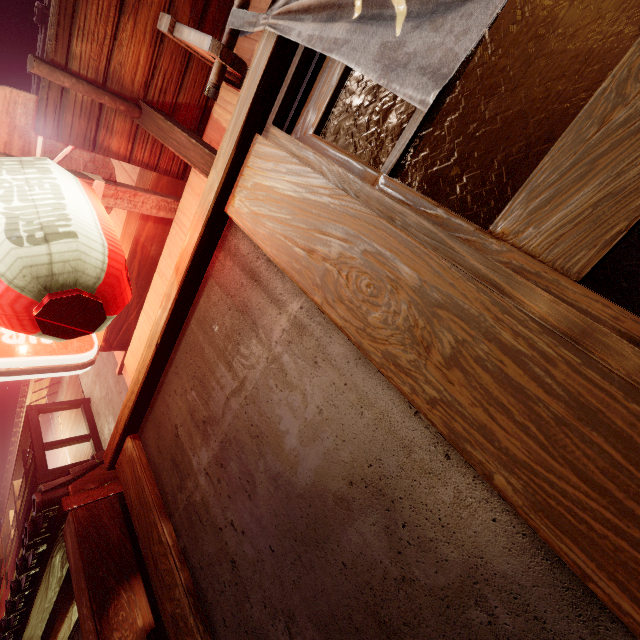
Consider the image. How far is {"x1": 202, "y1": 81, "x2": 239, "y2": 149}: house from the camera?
4.0m

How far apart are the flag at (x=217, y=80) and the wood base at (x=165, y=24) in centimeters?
2cm

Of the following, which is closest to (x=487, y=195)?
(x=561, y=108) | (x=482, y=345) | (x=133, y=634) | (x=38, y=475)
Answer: (x=561, y=108)

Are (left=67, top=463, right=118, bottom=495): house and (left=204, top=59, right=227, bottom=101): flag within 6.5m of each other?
no

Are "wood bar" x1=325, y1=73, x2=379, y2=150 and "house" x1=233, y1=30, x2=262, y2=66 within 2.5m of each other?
yes

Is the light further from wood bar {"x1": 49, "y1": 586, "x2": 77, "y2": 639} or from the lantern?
wood bar {"x1": 49, "y1": 586, "x2": 77, "y2": 639}

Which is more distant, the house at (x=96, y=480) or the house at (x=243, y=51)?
the house at (x=96, y=480)

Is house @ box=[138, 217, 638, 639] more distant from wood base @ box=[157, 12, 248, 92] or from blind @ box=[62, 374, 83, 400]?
blind @ box=[62, 374, 83, 400]
